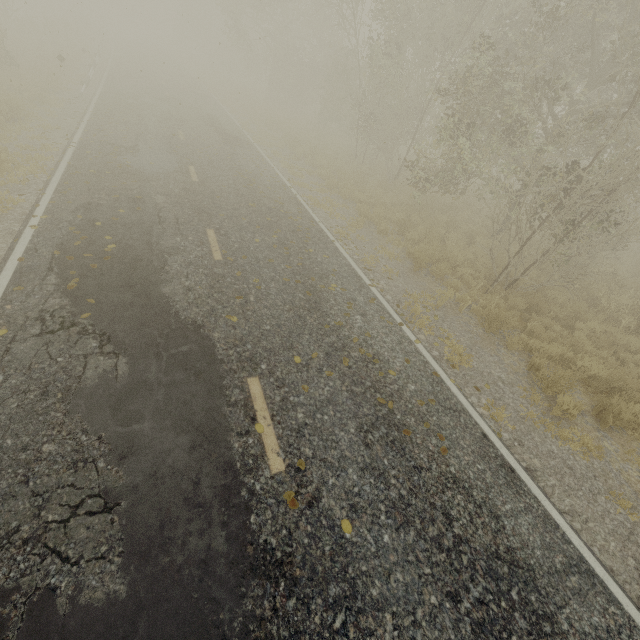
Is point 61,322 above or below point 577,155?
below
